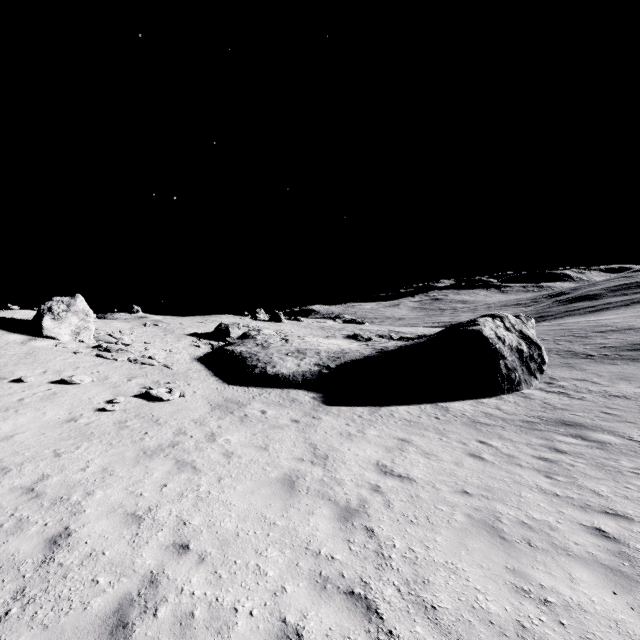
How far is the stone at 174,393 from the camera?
14.0m

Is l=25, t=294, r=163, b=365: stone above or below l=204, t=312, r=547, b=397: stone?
above

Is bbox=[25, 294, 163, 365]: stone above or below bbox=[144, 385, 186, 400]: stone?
above

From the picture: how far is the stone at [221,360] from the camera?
19.8m

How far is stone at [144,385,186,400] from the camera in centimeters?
1403cm

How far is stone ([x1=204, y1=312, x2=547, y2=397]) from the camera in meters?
19.8 m

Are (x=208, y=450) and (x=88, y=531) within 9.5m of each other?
yes
